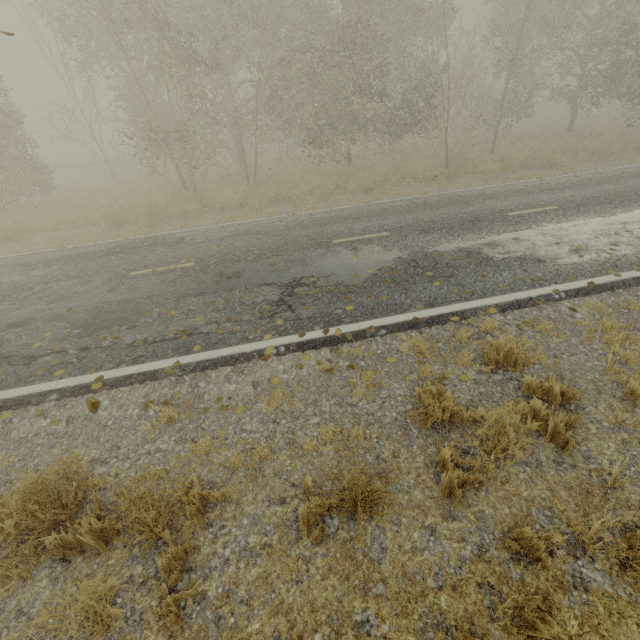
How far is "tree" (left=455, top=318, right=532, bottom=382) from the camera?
4.3m

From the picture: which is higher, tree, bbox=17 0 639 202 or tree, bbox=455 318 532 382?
tree, bbox=17 0 639 202

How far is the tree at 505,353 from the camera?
4.3 meters

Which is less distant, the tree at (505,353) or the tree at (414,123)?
the tree at (505,353)

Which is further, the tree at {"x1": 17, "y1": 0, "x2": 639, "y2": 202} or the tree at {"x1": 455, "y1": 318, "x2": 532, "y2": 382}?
the tree at {"x1": 17, "y1": 0, "x2": 639, "y2": 202}

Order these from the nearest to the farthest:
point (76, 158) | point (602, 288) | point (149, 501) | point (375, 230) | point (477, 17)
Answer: point (149, 501) → point (602, 288) → point (375, 230) → point (76, 158) → point (477, 17)
